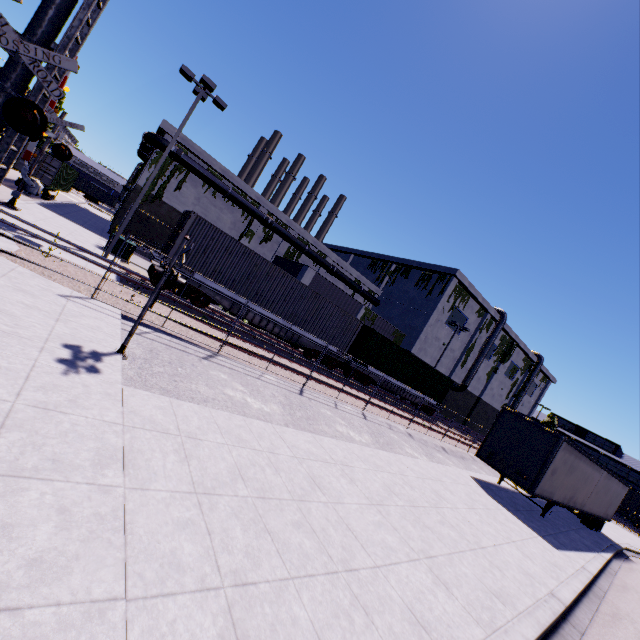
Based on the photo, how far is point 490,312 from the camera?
41.9m

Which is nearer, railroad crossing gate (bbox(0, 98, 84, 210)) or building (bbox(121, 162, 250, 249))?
railroad crossing gate (bbox(0, 98, 84, 210))

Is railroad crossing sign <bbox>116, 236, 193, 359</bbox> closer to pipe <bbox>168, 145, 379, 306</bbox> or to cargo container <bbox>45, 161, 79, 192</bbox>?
cargo container <bbox>45, 161, 79, 192</bbox>

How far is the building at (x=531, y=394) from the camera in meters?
57.3

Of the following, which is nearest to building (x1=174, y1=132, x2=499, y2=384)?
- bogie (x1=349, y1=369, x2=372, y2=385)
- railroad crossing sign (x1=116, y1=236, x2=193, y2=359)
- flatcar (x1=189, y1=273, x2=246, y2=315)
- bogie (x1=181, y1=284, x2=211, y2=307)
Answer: flatcar (x1=189, y1=273, x2=246, y2=315)

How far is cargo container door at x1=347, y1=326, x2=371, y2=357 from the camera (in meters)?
22.36

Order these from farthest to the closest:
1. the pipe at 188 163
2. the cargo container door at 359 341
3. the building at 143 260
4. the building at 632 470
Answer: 1. the building at 632 470
2. the pipe at 188 163
3. the cargo container door at 359 341
4. the building at 143 260

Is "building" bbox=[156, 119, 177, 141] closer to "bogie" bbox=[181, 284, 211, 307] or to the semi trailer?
the semi trailer
